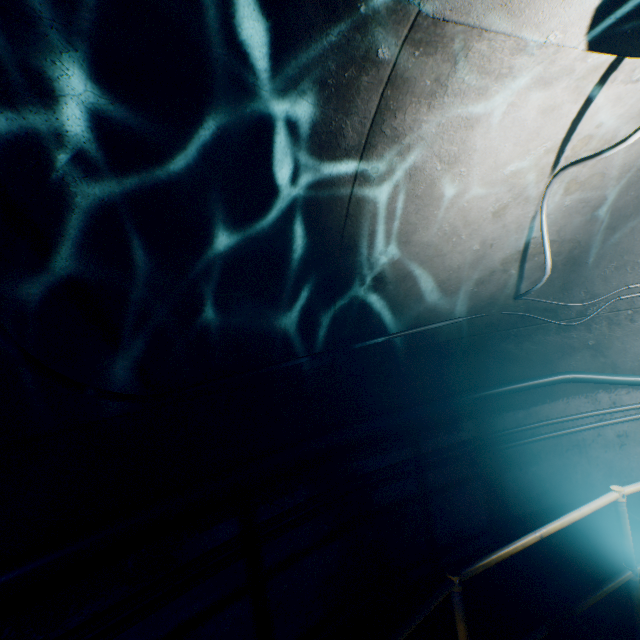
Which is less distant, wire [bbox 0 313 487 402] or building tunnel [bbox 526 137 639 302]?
wire [bbox 0 313 487 402]

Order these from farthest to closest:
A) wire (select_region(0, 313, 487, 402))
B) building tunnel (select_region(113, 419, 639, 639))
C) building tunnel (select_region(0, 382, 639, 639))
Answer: building tunnel (select_region(113, 419, 639, 639)) → building tunnel (select_region(0, 382, 639, 639)) → wire (select_region(0, 313, 487, 402))

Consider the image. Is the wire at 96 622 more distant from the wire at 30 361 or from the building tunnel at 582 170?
the wire at 30 361

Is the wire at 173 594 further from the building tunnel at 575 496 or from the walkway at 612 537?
the walkway at 612 537

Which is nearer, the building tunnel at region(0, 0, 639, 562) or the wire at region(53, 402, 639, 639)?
the building tunnel at region(0, 0, 639, 562)

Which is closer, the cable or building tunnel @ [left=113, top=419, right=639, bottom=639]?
the cable

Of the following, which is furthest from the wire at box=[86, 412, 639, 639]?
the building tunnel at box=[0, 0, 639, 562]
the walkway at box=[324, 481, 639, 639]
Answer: the walkway at box=[324, 481, 639, 639]

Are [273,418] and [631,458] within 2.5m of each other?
no
